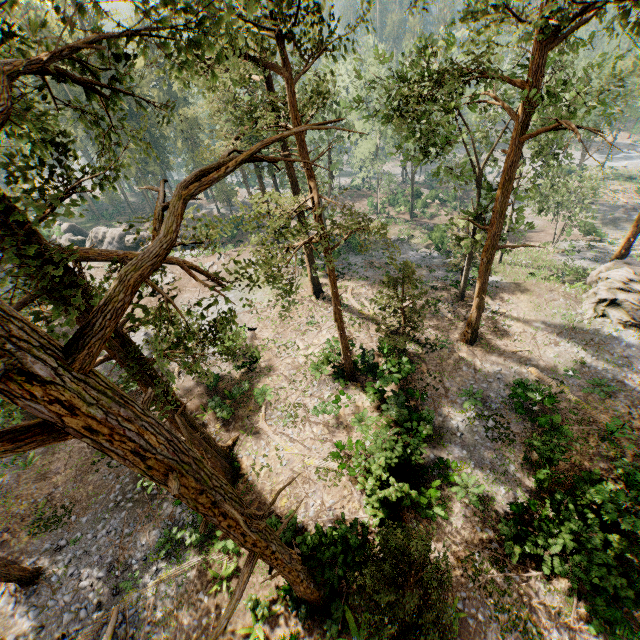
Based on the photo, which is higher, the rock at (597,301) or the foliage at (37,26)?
the foliage at (37,26)

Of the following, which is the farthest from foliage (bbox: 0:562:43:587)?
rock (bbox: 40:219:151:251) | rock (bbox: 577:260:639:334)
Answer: rock (bbox: 40:219:151:251)

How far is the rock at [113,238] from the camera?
41.6m

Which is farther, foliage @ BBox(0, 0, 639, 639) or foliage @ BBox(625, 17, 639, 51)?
foliage @ BBox(625, 17, 639, 51)

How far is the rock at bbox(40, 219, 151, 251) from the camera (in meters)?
41.62

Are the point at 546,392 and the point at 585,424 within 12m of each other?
yes

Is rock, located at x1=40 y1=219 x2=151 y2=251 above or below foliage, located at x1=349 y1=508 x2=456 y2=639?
below
